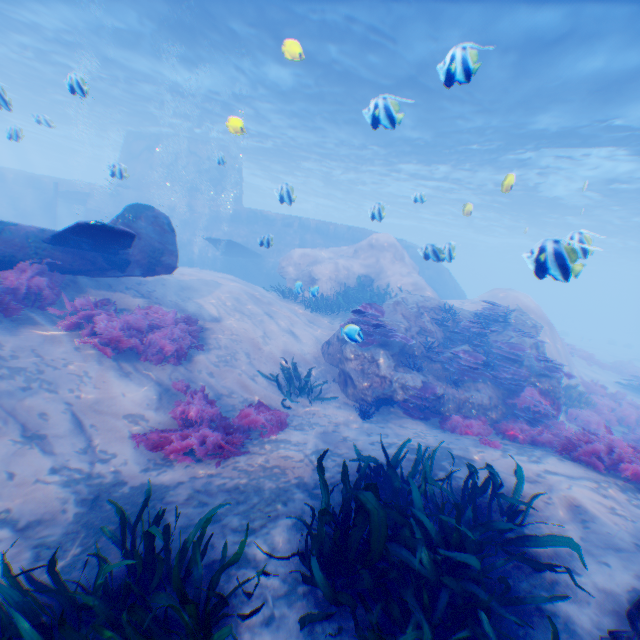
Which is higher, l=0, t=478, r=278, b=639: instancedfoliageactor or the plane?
the plane

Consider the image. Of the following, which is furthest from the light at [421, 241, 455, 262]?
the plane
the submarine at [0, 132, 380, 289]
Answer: the plane

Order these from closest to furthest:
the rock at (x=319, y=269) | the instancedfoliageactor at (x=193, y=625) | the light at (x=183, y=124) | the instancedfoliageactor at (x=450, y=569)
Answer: the instancedfoliageactor at (x=193, y=625) < the instancedfoliageactor at (x=450, y=569) < the rock at (x=319, y=269) < the light at (x=183, y=124)

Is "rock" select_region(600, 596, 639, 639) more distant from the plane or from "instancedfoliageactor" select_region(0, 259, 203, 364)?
"instancedfoliageactor" select_region(0, 259, 203, 364)

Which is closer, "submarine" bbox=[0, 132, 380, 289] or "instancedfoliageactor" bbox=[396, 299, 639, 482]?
"instancedfoliageactor" bbox=[396, 299, 639, 482]

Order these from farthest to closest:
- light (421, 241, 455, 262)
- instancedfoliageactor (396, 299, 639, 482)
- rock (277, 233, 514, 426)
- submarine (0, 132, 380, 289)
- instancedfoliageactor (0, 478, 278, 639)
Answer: submarine (0, 132, 380, 289) < rock (277, 233, 514, 426) < light (421, 241, 455, 262) < instancedfoliageactor (396, 299, 639, 482) < instancedfoliageactor (0, 478, 278, 639)

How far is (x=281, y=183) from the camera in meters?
44.1

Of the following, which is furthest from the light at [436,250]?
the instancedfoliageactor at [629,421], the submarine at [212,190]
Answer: the instancedfoliageactor at [629,421]
